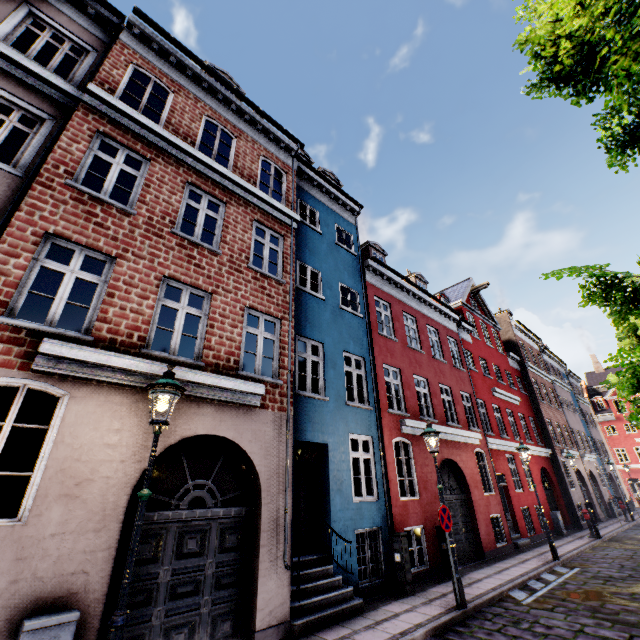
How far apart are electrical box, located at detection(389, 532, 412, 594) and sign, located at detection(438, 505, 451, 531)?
1.55m

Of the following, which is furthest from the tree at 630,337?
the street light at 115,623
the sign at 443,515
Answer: the sign at 443,515

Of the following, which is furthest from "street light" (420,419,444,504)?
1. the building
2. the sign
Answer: the building

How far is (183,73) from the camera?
9.7 meters

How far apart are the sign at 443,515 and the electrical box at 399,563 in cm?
155

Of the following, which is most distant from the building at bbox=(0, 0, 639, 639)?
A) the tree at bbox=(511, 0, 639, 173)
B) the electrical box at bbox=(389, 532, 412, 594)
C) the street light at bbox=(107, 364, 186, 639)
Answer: the tree at bbox=(511, 0, 639, 173)

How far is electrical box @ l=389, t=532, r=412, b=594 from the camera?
8.2m

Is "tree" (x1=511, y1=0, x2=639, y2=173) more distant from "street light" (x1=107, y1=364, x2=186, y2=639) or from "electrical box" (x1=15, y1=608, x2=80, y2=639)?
"electrical box" (x1=15, y1=608, x2=80, y2=639)
